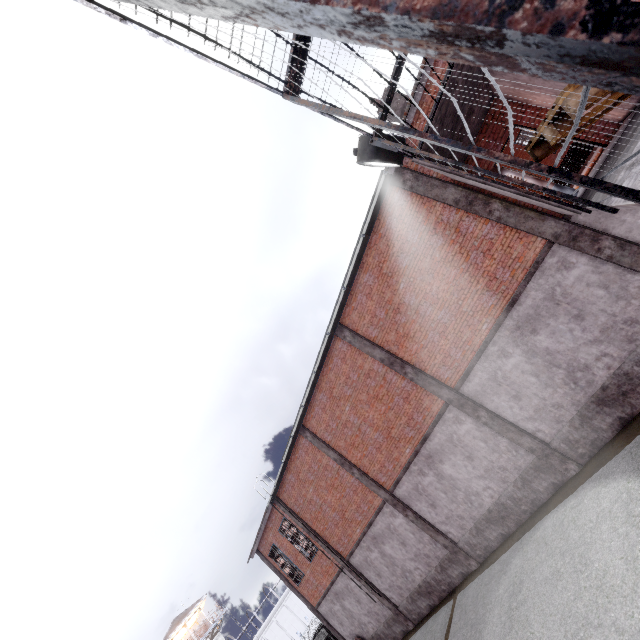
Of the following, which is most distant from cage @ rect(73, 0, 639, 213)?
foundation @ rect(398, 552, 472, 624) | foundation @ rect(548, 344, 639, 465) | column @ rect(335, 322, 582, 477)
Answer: foundation @ rect(398, 552, 472, 624)

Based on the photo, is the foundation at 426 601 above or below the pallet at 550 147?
below

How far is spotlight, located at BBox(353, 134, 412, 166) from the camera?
6.40m

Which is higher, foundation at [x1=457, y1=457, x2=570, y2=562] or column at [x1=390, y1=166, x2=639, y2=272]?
column at [x1=390, y1=166, x2=639, y2=272]

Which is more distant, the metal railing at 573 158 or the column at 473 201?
the metal railing at 573 158

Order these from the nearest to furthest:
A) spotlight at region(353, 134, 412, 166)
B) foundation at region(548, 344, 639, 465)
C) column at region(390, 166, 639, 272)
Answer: spotlight at region(353, 134, 412, 166) → column at region(390, 166, 639, 272) → foundation at region(548, 344, 639, 465)

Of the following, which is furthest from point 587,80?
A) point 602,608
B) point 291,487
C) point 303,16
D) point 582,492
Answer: point 291,487

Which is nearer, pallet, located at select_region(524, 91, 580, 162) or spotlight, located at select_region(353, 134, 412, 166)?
pallet, located at select_region(524, 91, 580, 162)
